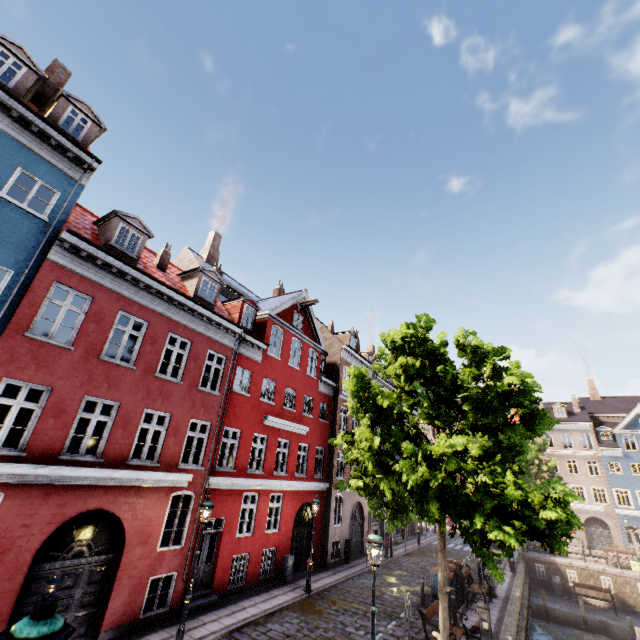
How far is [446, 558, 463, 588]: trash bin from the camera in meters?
15.1

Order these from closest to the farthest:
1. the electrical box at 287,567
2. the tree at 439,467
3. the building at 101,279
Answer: the tree at 439,467 < the building at 101,279 < the electrical box at 287,567

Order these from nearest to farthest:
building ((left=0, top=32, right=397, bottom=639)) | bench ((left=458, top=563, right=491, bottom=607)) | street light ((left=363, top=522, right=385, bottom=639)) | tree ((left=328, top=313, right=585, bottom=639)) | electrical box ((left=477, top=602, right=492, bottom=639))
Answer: street light ((left=363, top=522, right=385, bottom=639)) → tree ((left=328, top=313, right=585, bottom=639)) → building ((left=0, top=32, right=397, bottom=639)) → electrical box ((left=477, top=602, right=492, bottom=639)) → bench ((left=458, top=563, right=491, bottom=607))

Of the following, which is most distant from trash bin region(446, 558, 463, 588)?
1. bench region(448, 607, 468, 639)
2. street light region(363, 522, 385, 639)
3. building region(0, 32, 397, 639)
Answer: building region(0, 32, 397, 639)

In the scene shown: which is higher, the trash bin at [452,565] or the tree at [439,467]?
the tree at [439,467]

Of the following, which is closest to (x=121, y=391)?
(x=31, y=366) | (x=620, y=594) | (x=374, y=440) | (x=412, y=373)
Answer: (x=31, y=366)

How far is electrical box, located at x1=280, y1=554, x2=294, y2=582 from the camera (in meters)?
15.72

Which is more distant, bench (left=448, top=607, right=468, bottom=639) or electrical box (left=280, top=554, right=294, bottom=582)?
electrical box (left=280, top=554, right=294, bottom=582)
